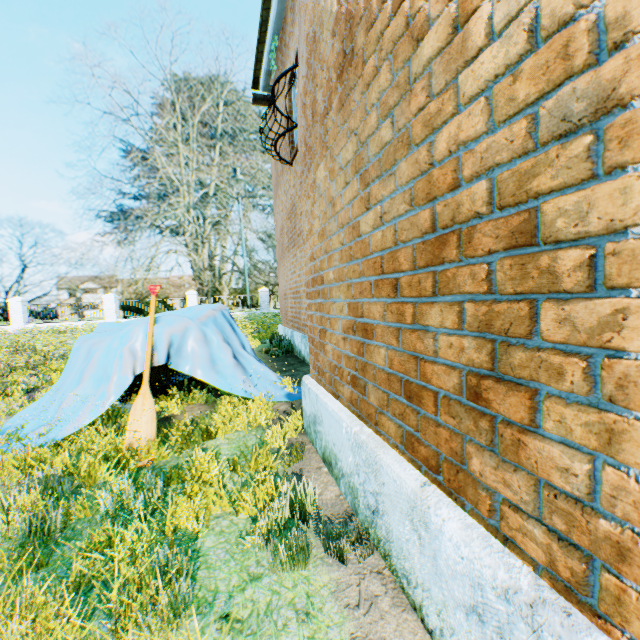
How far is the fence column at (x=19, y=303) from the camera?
21.69m

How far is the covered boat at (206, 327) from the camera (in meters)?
3.79

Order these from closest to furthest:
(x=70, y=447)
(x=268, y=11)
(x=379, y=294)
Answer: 1. (x=379, y=294)
2. (x=70, y=447)
3. (x=268, y=11)

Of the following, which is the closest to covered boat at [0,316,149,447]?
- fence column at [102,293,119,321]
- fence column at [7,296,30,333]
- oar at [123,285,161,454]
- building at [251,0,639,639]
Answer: oar at [123,285,161,454]

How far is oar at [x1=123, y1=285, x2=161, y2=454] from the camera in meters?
3.0

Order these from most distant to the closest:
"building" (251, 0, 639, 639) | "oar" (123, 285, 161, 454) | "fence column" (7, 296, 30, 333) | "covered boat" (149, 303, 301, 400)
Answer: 1. "fence column" (7, 296, 30, 333)
2. "covered boat" (149, 303, 301, 400)
3. "oar" (123, 285, 161, 454)
4. "building" (251, 0, 639, 639)

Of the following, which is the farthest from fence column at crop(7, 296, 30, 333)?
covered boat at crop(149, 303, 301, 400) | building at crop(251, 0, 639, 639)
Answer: building at crop(251, 0, 639, 639)

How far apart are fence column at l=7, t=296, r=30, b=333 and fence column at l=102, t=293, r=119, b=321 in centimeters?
472cm
